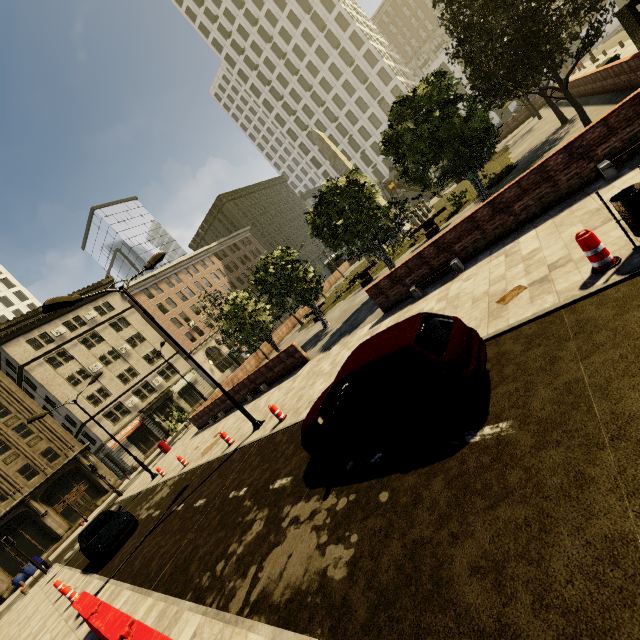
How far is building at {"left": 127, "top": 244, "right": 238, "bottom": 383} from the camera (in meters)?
48.06

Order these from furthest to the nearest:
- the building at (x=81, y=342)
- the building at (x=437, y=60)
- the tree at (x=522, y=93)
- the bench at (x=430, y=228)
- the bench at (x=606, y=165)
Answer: the building at (x=437, y=60) → the building at (x=81, y=342) → the bench at (x=430, y=228) → the tree at (x=522, y=93) → the bench at (x=606, y=165)

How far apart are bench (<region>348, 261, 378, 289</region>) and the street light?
12.6m

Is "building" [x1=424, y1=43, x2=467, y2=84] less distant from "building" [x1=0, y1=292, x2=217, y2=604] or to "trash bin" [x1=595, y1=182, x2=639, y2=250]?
"building" [x1=0, y1=292, x2=217, y2=604]

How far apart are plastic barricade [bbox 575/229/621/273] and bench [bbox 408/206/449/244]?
13.7 meters

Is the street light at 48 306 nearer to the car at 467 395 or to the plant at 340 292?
the car at 467 395

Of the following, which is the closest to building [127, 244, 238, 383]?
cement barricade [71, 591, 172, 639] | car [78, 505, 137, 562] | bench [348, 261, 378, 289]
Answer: cement barricade [71, 591, 172, 639]

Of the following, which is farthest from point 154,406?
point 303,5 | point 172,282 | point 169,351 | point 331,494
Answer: point 303,5
